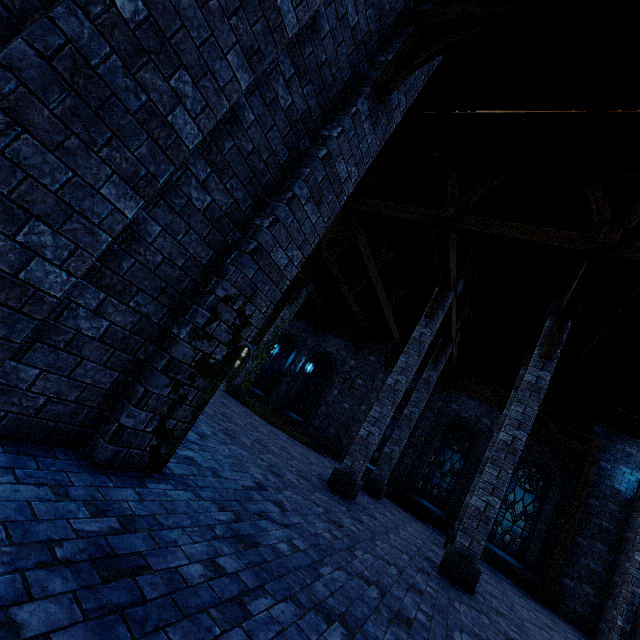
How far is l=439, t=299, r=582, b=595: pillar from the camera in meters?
6.8

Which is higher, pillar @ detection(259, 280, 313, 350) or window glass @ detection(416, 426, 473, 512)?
pillar @ detection(259, 280, 313, 350)

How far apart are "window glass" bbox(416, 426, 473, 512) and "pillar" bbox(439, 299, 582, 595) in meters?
7.5

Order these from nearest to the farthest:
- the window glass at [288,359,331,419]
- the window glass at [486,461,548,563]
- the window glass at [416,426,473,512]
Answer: the window glass at [486,461,548,563] → the window glass at [416,426,473,512] → the window glass at [288,359,331,419]

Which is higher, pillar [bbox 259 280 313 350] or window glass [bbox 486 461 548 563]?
pillar [bbox 259 280 313 350]

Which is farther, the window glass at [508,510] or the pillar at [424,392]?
the window glass at [508,510]

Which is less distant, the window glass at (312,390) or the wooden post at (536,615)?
the wooden post at (536,615)

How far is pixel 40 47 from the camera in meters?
1.8
